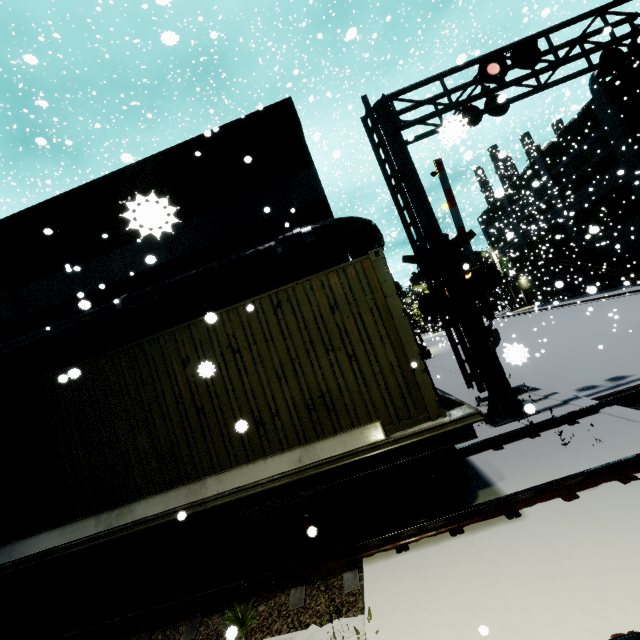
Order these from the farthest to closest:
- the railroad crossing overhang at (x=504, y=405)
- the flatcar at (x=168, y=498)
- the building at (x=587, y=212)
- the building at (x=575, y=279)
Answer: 1. the building at (x=575, y=279)
2. the building at (x=587, y=212)
3. the railroad crossing overhang at (x=504, y=405)
4. the flatcar at (x=168, y=498)

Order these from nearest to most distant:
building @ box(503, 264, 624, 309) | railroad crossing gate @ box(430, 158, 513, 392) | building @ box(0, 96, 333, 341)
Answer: railroad crossing gate @ box(430, 158, 513, 392) < building @ box(0, 96, 333, 341) < building @ box(503, 264, 624, 309)

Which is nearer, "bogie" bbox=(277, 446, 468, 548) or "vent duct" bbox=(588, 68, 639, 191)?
"bogie" bbox=(277, 446, 468, 548)

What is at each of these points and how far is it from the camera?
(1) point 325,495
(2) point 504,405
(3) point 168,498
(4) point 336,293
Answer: (1) bogie, 4.7m
(2) railroad crossing overhang, 7.7m
(3) flatcar, 4.9m
(4) cargo container, 5.0m

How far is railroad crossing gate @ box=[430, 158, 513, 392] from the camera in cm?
934

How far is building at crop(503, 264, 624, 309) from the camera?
29.7 meters

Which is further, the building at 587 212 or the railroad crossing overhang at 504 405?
the building at 587 212

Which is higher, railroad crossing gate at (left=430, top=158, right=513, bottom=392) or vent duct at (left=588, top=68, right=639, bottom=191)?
vent duct at (left=588, top=68, right=639, bottom=191)
